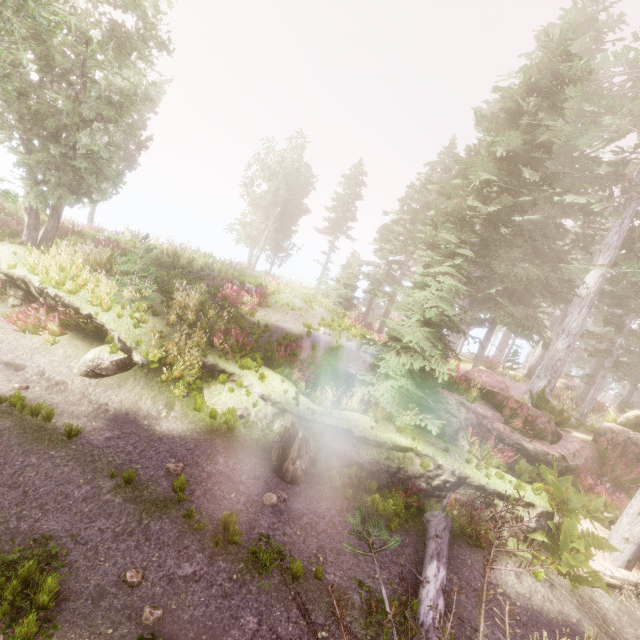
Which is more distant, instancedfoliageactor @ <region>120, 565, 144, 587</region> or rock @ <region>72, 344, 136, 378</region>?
rock @ <region>72, 344, 136, 378</region>

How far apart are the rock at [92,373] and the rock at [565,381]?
33.9m

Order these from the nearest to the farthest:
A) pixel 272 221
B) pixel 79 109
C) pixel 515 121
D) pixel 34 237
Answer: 1. pixel 79 109
2. pixel 515 121
3. pixel 34 237
4. pixel 272 221

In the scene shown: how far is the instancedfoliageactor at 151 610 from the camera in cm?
503

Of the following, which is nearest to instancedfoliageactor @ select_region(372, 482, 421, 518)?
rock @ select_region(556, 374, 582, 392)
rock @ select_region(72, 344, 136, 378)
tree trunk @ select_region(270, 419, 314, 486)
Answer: rock @ select_region(556, 374, 582, 392)

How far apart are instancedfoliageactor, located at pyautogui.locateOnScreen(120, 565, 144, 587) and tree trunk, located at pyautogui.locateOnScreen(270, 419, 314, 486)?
3.6m

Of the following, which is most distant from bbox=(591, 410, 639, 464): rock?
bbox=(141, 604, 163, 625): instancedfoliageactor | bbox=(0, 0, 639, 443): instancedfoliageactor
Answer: bbox=(141, 604, 163, 625): instancedfoliageactor

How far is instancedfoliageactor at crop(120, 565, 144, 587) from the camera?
5.5m
